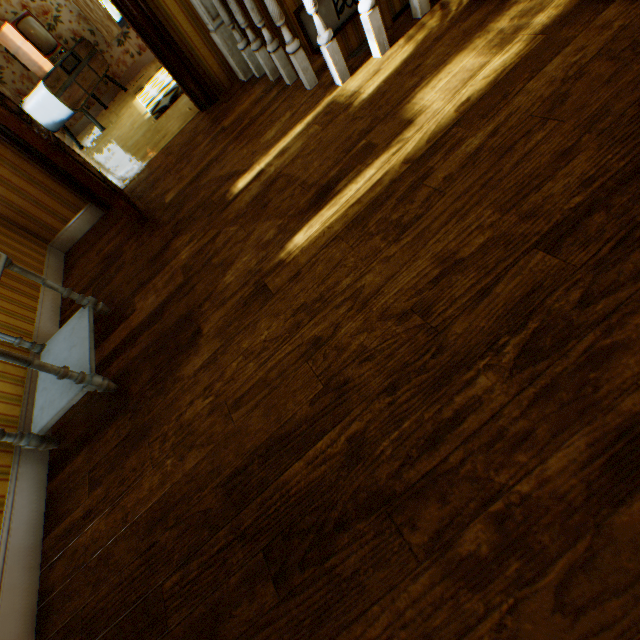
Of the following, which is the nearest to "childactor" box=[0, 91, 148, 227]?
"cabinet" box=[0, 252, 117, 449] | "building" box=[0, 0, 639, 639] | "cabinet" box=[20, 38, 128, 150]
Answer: "building" box=[0, 0, 639, 639]

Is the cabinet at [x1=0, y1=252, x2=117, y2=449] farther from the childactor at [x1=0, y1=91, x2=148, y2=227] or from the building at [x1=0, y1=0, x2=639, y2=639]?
the childactor at [x1=0, y1=91, x2=148, y2=227]

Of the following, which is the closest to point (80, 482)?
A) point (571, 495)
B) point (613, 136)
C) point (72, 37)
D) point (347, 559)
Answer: point (347, 559)

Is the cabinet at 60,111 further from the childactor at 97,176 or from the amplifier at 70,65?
the childactor at 97,176

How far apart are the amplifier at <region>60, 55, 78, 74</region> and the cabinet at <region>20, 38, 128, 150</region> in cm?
2

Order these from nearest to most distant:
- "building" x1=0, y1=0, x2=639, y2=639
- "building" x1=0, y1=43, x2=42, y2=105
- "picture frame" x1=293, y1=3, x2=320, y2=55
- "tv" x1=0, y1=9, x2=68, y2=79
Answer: "building" x1=0, y1=0, x2=639, y2=639
"picture frame" x1=293, y1=3, x2=320, y2=55
"tv" x1=0, y1=9, x2=68, y2=79
"building" x1=0, y1=43, x2=42, y2=105

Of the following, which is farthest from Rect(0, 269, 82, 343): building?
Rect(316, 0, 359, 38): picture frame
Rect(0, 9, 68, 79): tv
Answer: Rect(0, 9, 68, 79): tv

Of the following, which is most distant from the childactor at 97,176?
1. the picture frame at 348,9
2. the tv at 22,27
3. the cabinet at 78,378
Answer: the tv at 22,27
